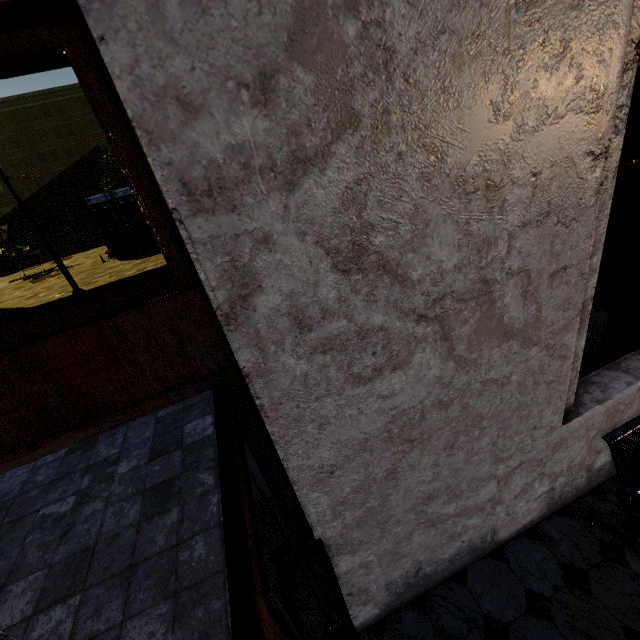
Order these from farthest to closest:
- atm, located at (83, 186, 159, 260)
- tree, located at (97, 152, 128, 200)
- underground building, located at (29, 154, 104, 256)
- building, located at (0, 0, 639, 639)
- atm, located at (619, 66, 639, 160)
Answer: underground building, located at (29, 154, 104, 256)
tree, located at (97, 152, 128, 200)
atm, located at (83, 186, 159, 260)
atm, located at (619, 66, 639, 160)
building, located at (0, 0, 639, 639)

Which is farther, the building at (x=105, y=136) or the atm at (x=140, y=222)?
the atm at (x=140, y=222)

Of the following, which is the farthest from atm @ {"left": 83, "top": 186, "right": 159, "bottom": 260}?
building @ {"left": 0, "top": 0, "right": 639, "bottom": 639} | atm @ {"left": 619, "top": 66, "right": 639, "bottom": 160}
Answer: atm @ {"left": 619, "top": 66, "right": 639, "bottom": 160}

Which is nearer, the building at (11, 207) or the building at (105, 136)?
the building at (105, 136)

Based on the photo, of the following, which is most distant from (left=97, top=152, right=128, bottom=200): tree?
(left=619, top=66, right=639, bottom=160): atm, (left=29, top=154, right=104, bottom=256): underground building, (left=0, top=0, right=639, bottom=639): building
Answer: (left=619, top=66, right=639, bottom=160): atm

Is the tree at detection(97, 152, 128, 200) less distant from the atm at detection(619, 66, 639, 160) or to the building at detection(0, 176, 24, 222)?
the building at detection(0, 176, 24, 222)

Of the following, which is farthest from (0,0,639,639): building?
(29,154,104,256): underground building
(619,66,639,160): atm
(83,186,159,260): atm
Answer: (29,154,104,256): underground building

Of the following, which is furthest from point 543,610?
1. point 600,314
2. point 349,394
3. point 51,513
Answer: point 51,513
